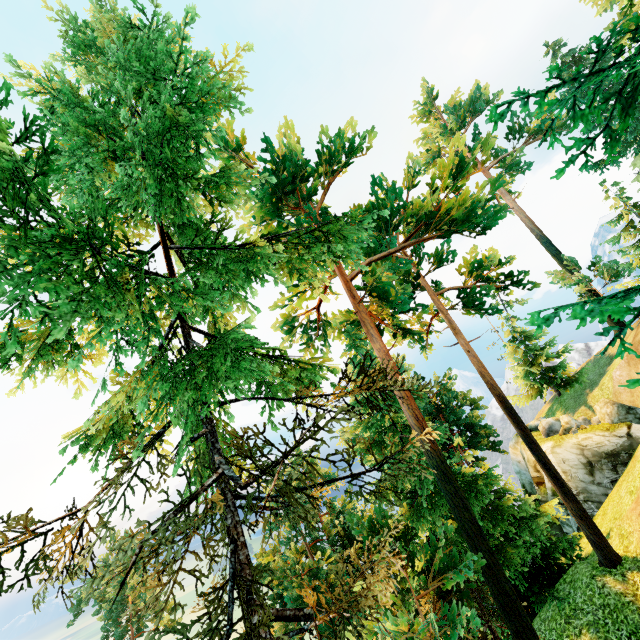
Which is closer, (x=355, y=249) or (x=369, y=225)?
(x=369, y=225)

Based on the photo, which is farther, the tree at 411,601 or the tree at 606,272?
the tree at 606,272

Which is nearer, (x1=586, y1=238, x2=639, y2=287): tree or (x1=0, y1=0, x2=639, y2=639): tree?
(x1=0, y1=0, x2=639, y2=639): tree
